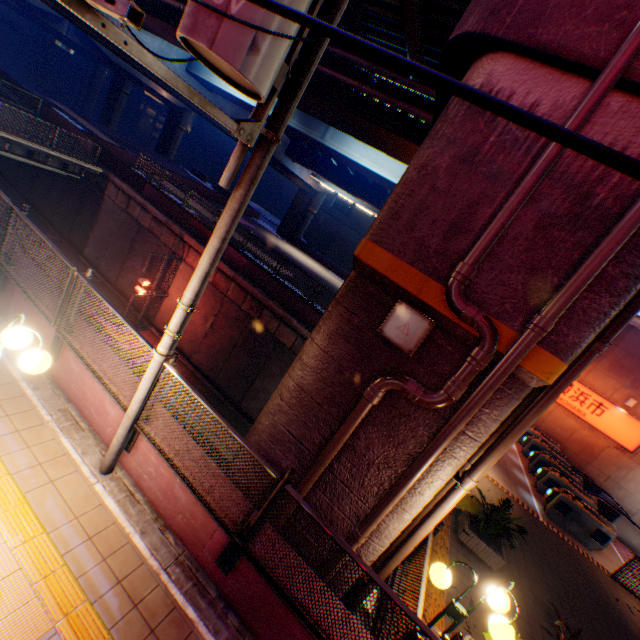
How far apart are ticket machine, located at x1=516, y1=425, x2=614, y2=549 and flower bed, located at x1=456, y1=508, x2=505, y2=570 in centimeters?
695cm

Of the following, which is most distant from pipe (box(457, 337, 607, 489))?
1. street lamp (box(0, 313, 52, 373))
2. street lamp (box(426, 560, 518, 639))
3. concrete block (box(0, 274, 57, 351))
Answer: street lamp (box(0, 313, 52, 373))

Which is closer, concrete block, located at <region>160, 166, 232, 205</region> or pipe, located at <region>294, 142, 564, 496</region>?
pipe, located at <region>294, 142, 564, 496</region>

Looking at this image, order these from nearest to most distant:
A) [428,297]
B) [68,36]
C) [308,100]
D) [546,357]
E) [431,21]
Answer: [546,357] < [428,297] < [431,21] < [308,100] < [68,36]

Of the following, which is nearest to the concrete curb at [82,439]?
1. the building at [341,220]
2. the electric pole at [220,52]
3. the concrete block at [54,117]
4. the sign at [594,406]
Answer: the electric pole at [220,52]

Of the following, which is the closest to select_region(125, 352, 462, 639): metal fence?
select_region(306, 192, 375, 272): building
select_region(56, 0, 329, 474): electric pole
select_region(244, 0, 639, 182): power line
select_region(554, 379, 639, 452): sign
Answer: select_region(56, 0, 329, 474): electric pole

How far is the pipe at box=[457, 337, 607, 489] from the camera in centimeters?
427cm

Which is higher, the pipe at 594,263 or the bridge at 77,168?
the pipe at 594,263
